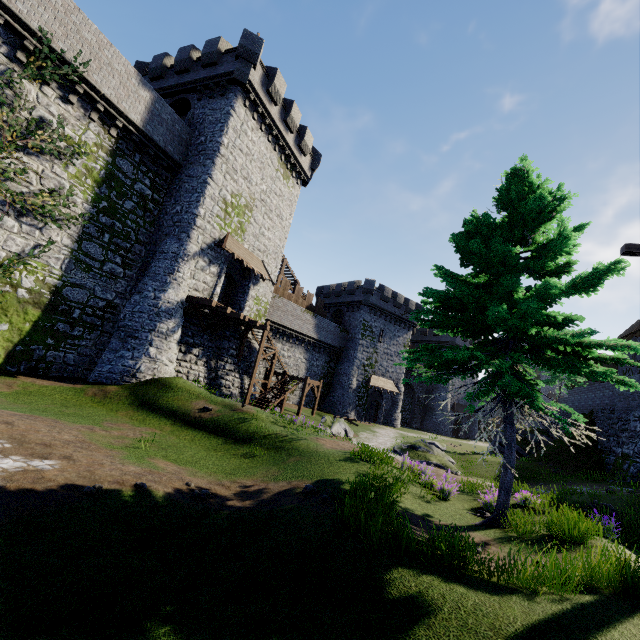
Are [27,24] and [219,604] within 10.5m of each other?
no

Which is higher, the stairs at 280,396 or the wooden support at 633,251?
the wooden support at 633,251

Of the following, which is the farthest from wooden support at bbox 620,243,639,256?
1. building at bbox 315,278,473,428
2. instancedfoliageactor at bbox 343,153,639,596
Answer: building at bbox 315,278,473,428

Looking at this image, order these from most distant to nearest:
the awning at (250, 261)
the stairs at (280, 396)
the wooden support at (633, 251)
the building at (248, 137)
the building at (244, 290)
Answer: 1. the building at (244, 290)
2. the stairs at (280, 396)
3. the awning at (250, 261)
4. the building at (248, 137)
5. the wooden support at (633, 251)

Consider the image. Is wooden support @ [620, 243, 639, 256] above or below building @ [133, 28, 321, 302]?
below

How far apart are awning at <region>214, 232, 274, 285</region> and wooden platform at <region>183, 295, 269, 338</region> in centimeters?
309cm

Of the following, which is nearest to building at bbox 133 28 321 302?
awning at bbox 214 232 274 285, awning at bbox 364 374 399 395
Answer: awning at bbox 214 232 274 285

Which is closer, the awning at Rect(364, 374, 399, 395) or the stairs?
the stairs
